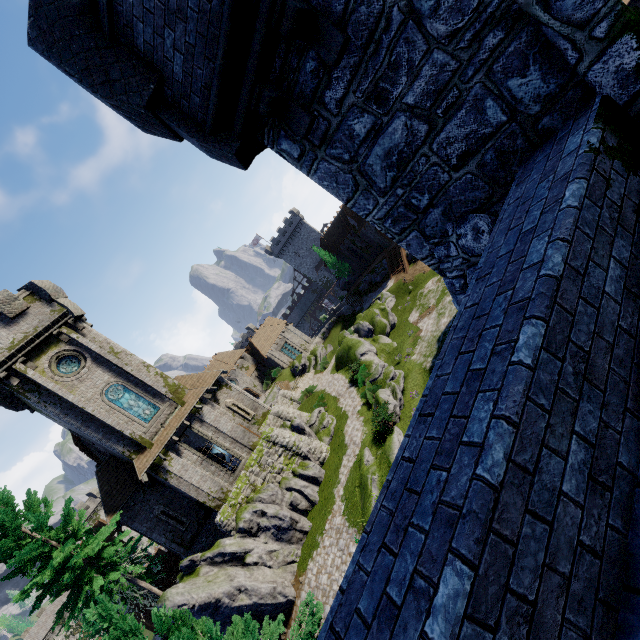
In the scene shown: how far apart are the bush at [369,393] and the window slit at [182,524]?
15.36m

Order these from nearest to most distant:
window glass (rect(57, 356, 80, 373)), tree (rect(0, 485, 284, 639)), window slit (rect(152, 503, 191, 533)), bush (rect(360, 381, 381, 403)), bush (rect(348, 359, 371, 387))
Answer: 1. tree (rect(0, 485, 284, 639))
2. window glass (rect(57, 356, 80, 373))
3. window slit (rect(152, 503, 191, 533))
4. bush (rect(360, 381, 381, 403))
5. bush (rect(348, 359, 371, 387))

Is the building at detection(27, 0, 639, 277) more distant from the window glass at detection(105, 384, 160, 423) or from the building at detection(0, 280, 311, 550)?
the window glass at detection(105, 384, 160, 423)

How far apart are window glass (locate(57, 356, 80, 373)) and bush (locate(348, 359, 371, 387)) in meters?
20.9 m

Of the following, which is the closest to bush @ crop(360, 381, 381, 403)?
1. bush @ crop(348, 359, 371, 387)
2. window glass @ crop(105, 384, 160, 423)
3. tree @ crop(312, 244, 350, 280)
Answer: bush @ crop(348, 359, 371, 387)

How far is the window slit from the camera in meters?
22.7

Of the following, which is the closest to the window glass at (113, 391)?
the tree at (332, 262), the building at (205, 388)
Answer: the building at (205, 388)

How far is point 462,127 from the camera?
4.1m
